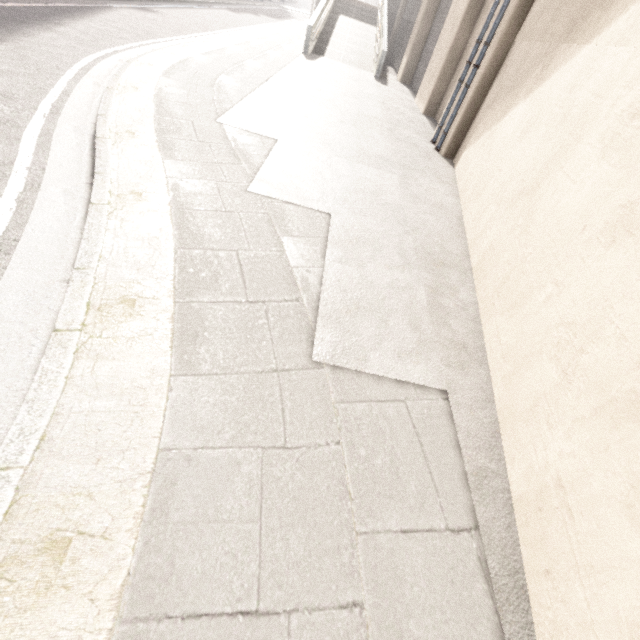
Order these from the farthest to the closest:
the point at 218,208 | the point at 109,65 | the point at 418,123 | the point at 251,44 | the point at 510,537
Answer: →
1. the point at 251,44
2. the point at 418,123
3. the point at 109,65
4. the point at 218,208
5. the point at 510,537

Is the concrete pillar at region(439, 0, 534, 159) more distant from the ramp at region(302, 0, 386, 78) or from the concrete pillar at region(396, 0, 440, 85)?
the ramp at region(302, 0, 386, 78)

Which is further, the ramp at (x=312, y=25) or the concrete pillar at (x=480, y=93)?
the ramp at (x=312, y=25)

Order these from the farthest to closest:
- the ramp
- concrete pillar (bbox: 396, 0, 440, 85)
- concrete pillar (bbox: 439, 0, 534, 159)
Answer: the ramp, concrete pillar (bbox: 396, 0, 440, 85), concrete pillar (bbox: 439, 0, 534, 159)

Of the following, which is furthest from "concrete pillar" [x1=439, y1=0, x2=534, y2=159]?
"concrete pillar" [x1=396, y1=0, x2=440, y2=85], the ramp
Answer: the ramp

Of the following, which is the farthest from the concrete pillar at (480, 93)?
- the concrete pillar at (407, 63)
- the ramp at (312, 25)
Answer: the ramp at (312, 25)
